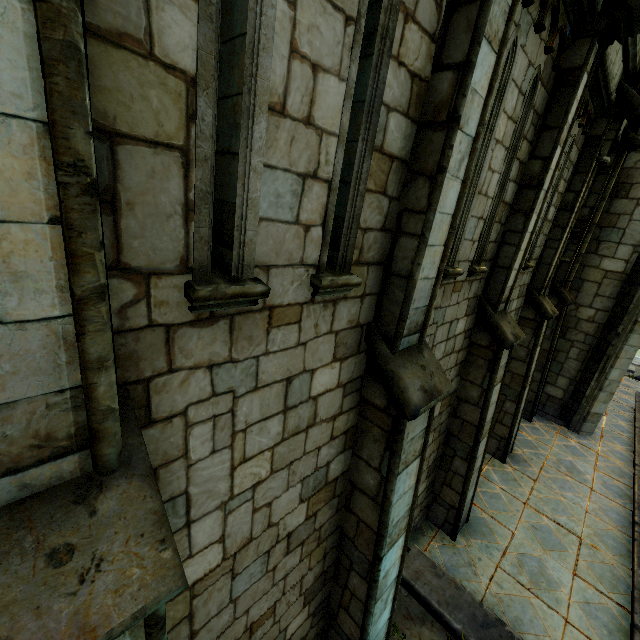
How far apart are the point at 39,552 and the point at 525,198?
6.2 meters

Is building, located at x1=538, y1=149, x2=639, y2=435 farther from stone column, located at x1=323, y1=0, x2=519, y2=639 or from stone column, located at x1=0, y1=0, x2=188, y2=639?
stone column, located at x1=0, y1=0, x2=188, y2=639

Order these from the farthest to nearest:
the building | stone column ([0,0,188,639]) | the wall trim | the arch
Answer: the building → the arch → the wall trim → stone column ([0,0,188,639])

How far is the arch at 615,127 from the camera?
6.8m

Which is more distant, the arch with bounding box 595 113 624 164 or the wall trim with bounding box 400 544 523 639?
Answer: the arch with bounding box 595 113 624 164

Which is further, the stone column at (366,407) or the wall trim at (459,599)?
the wall trim at (459,599)

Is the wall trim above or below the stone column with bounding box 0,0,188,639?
below

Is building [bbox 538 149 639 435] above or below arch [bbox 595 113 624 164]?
below
